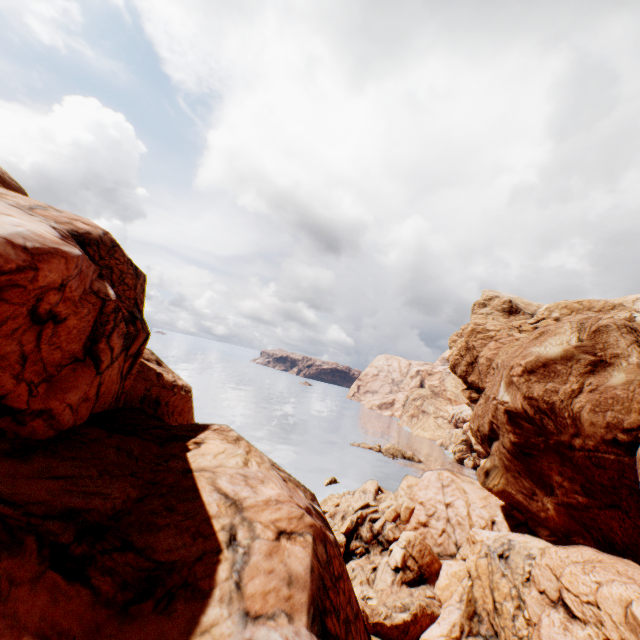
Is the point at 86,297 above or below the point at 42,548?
above
